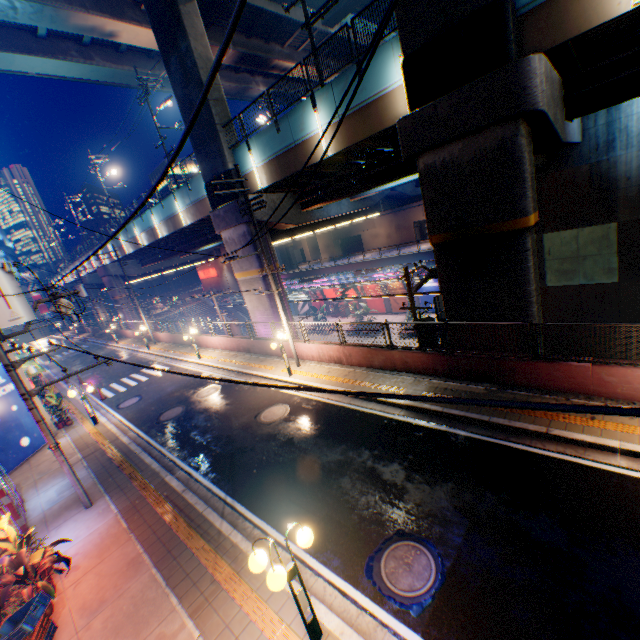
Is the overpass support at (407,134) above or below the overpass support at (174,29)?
below

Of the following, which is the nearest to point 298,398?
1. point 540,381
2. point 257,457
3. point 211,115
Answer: point 257,457

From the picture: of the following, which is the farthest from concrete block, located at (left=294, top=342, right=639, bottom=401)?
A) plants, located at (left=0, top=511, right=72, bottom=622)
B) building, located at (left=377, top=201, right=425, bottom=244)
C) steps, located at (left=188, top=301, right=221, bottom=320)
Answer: building, located at (left=377, top=201, right=425, bottom=244)

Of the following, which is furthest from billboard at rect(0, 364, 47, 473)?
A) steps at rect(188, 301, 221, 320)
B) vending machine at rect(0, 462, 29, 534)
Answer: steps at rect(188, 301, 221, 320)

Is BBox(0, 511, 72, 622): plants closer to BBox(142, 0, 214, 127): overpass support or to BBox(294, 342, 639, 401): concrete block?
BBox(294, 342, 639, 401): concrete block

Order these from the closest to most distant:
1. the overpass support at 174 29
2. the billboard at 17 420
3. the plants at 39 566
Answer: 1. the plants at 39 566
2. the billboard at 17 420
3. the overpass support at 174 29

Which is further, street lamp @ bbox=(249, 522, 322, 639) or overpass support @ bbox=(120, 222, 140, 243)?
overpass support @ bbox=(120, 222, 140, 243)

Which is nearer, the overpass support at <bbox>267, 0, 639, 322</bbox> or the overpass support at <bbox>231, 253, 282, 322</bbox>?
the overpass support at <bbox>267, 0, 639, 322</bbox>
